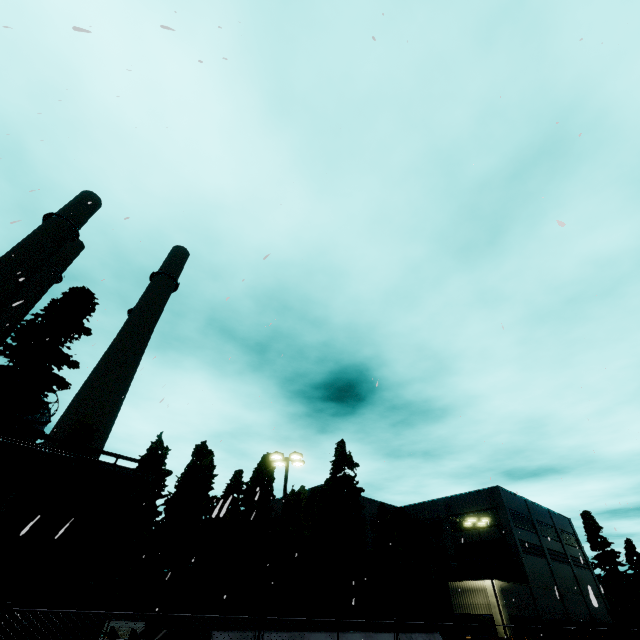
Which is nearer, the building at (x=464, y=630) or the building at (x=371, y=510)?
the building at (x=464, y=630)

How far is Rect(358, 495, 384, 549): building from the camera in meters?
43.5

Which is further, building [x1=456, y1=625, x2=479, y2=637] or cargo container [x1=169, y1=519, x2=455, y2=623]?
building [x1=456, y1=625, x2=479, y2=637]

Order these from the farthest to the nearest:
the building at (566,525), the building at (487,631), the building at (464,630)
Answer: the building at (566,525), the building at (464,630), the building at (487,631)

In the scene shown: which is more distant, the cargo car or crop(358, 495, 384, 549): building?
crop(358, 495, 384, 549): building

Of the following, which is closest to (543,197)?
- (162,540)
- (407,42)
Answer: (407,42)

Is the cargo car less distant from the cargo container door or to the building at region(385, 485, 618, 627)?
the cargo container door
